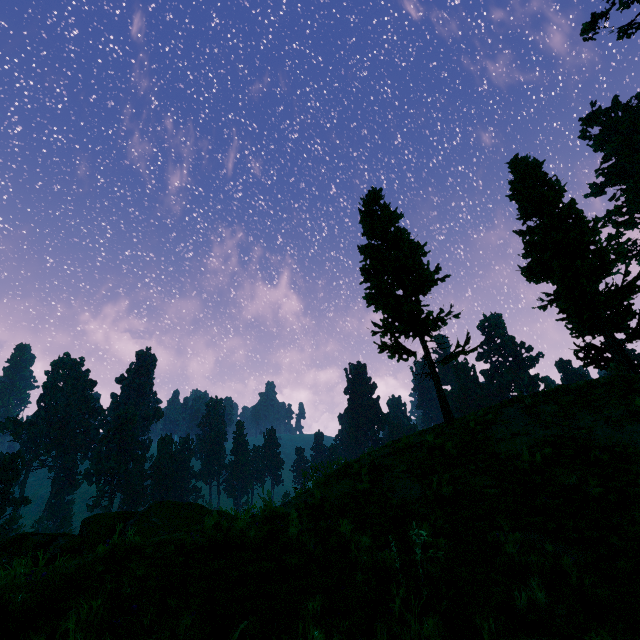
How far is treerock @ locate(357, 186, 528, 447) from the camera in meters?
16.0

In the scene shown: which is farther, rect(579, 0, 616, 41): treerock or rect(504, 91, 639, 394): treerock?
rect(579, 0, 616, 41): treerock

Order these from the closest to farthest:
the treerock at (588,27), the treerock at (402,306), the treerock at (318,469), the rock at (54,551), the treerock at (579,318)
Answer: the rock at (54,551) → the treerock at (318,469) → the treerock at (402,306) → the treerock at (579,318) → the treerock at (588,27)

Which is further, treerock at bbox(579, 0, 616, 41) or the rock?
treerock at bbox(579, 0, 616, 41)

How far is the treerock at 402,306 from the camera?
16.0 meters

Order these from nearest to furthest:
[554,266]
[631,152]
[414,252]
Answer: [554,266]
[414,252]
[631,152]
